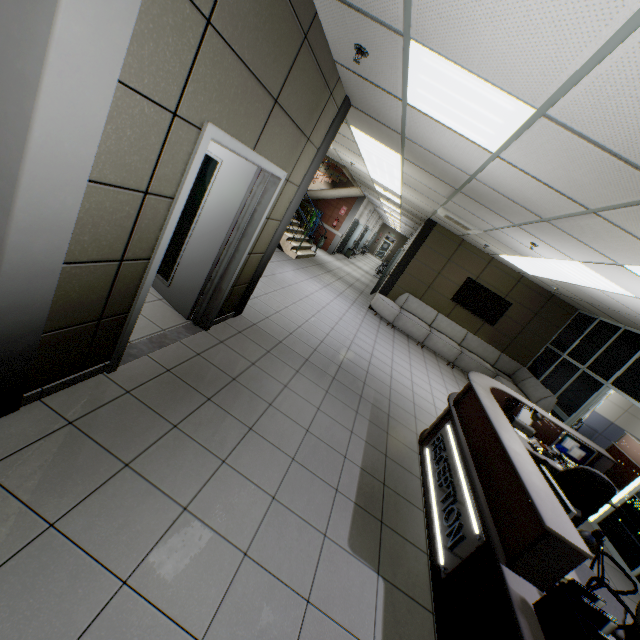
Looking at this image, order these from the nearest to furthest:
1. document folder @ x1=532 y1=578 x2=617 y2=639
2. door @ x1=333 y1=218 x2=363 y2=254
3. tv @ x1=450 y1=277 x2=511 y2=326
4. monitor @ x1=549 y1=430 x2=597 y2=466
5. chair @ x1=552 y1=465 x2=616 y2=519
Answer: document folder @ x1=532 y1=578 x2=617 y2=639 < chair @ x1=552 y1=465 x2=616 y2=519 < monitor @ x1=549 y1=430 x2=597 y2=466 < tv @ x1=450 y1=277 x2=511 y2=326 < door @ x1=333 y1=218 x2=363 y2=254

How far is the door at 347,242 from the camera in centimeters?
1758cm

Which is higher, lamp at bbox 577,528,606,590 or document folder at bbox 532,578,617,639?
lamp at bbox 577,528,606,590

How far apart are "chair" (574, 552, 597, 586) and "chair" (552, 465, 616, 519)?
0.9m

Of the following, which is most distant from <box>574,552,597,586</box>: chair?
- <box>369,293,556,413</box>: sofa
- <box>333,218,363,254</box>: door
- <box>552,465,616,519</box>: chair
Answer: <box>333,218,363,254</box>: door

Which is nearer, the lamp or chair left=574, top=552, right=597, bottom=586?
the lamp

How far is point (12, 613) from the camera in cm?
Answer: 140

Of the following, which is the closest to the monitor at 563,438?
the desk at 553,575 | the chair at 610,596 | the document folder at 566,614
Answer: the desk at 553,575
